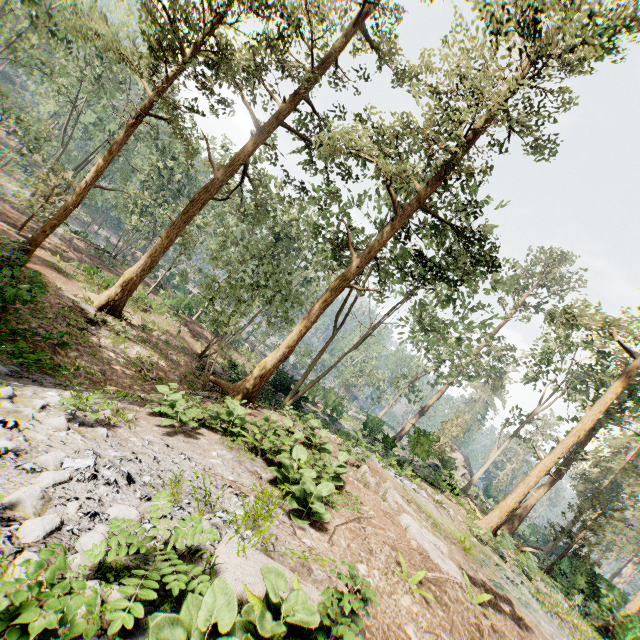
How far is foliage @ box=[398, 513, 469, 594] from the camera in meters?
7.8 m

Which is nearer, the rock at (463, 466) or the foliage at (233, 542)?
the foliage at (233, 542)

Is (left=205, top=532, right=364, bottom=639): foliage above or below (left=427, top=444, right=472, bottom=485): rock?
below

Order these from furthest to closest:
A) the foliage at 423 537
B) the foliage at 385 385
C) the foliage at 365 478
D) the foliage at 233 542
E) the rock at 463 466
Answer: the foliage at 385 385 < the rock at 463 466 < the foliage at 365 478 < the foliage at 423 537 < the foliage at 233 542

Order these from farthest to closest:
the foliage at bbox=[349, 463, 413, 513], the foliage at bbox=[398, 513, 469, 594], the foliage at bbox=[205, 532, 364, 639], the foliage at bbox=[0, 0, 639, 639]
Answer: the foliage at bbox=[0, 0, 639, 639] < the foliage at bbox=[349, 463, 413, 513] < the foliage at bbox=[398, 513, 469, 594] < the foliage at bbox=[205, 532, 364, 639]

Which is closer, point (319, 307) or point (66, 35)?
point (319, 307)

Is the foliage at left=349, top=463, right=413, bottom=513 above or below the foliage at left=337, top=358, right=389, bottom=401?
below
